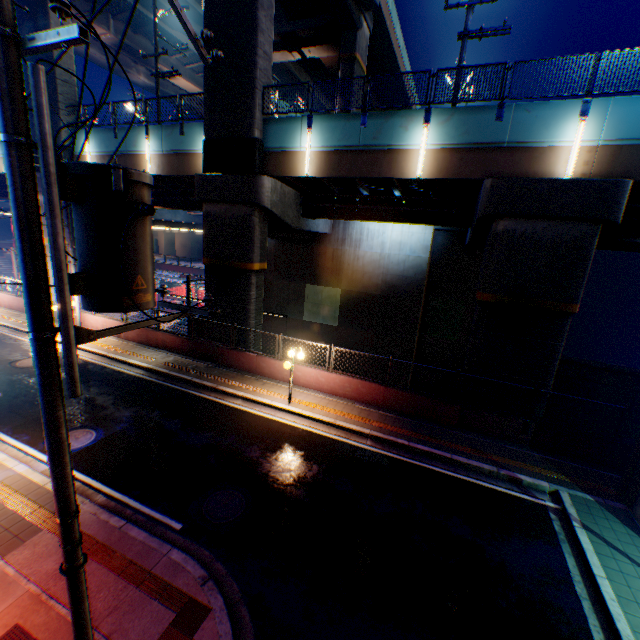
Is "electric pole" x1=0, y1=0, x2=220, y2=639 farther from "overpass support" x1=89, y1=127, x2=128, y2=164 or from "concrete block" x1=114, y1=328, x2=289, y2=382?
"overpass support" x1=89, y1=127, x2=128, y2=164

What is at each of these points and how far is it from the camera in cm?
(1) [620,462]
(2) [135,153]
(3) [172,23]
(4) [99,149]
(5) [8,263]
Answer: (1) concrete block, 1054
(2) overpass support, 1848
(3) overpass support, 2716
(4) overpass support, 1945
(5) steps, 4547

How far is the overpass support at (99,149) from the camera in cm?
1867

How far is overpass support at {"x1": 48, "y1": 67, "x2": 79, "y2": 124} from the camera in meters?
19.0

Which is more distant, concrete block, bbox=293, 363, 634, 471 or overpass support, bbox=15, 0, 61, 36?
overpass support, bbox=15, 0, 61, 36

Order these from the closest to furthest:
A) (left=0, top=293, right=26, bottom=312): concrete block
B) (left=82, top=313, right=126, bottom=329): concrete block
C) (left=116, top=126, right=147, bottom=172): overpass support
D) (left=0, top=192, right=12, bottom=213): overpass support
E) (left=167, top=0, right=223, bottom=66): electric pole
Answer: (left=167, top=0, right=223, bottom=66): electric pole → (left=116, top=126, right=147, bottom=172): overpass support → (left=82, top=313, right=126, bottom=329): concrete block → (left=0, top=293, right=26, bottom=312): concrete block → (left=0, top=192, right=12, bottom=213): overpass support

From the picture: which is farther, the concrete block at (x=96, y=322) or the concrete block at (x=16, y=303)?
the concrete block at (x=16, y=303)
